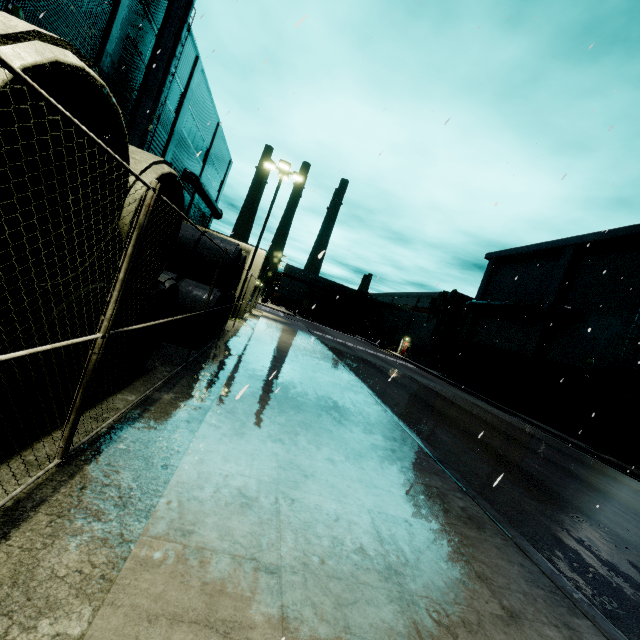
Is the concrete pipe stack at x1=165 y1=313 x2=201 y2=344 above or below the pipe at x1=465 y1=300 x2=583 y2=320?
below

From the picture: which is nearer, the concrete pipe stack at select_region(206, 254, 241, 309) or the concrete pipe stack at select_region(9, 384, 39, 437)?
the concrete pipe stack at select_region(9, 384, 39, 437)

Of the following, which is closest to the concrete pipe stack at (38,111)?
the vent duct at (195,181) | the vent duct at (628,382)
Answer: the vent duct at (628,382)

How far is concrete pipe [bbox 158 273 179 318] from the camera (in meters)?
7.79

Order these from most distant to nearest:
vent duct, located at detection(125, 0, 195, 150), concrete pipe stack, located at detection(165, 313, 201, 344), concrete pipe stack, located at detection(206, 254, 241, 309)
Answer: vent duct, located at detection(125, 0, 195, 150) → concrete pipe stack, located at detection(206, 254, 241, 309) → concrete pipe stack, located at detection(165, 313, 201, 344)

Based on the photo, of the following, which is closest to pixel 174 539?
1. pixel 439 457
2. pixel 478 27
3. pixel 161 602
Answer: pixel 161 602

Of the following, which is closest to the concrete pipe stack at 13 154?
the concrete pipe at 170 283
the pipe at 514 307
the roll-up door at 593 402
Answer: the concrete pipe at 170 283

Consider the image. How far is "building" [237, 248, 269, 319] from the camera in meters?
21.9 m
